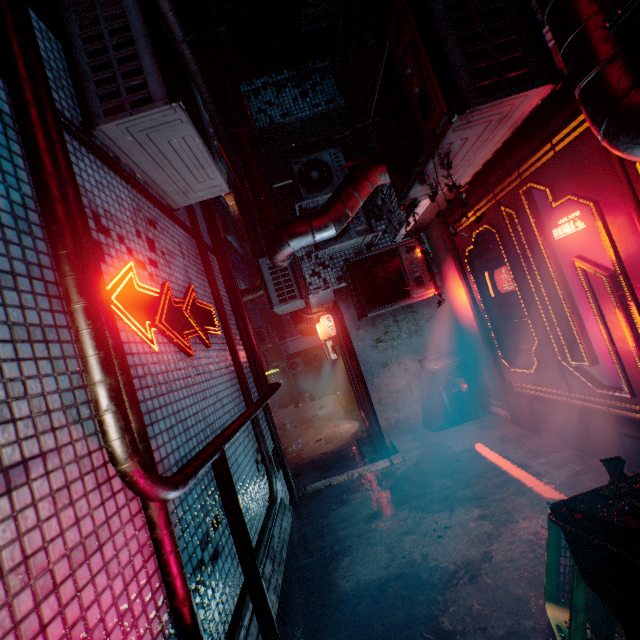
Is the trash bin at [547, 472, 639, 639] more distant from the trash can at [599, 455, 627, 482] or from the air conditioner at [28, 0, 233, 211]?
the air conditioner at [28, 0, 233, 211]

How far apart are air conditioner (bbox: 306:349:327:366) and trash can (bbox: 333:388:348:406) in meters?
3.2 m

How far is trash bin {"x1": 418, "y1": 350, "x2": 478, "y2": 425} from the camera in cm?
479

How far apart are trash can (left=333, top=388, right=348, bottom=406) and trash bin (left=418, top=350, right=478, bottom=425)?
9.3m

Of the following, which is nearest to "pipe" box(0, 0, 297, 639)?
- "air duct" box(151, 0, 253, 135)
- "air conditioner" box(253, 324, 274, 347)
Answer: "air duct" box(151, 0, 253, 135)

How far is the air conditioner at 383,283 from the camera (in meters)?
4.65

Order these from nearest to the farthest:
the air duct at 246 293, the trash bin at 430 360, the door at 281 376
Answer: the trash bin at 430 360 → the air duct at 246 293 → the door at 281 376

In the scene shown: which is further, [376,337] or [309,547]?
[376,337]
